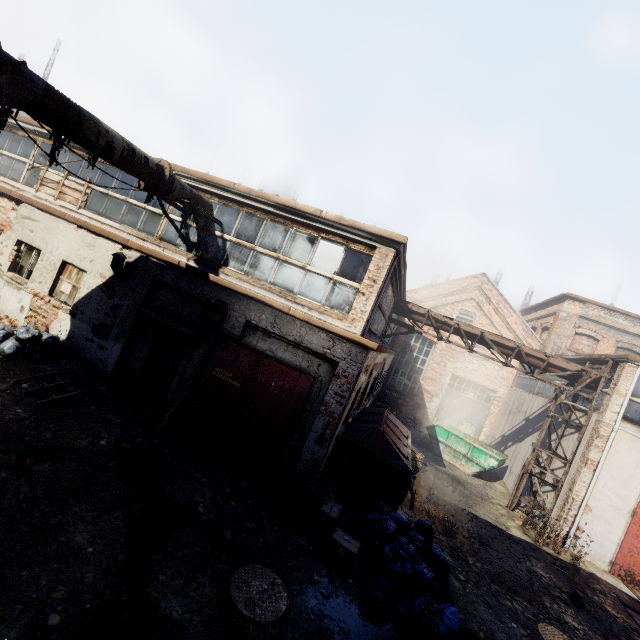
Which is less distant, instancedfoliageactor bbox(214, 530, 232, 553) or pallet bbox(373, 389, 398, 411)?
instancedfoliageactor bbox(214, 530, 232, 553)

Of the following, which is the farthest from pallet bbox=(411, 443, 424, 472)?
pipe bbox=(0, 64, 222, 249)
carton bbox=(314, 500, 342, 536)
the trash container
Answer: pipe bbox=(0, 64, 222, 249)

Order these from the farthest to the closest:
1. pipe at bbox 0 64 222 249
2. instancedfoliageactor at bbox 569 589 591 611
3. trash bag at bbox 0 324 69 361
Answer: trash bag at bbox 0 324 69 361, instancedfoliageactor at bbox 569 589 591 611, pipe at bbox 0 64 222 249

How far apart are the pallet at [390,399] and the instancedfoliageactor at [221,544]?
15.7m

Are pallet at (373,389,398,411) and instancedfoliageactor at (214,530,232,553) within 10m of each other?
no

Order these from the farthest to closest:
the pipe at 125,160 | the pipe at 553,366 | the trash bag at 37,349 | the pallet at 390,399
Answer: the pallet at 390,399, the pipe at 553,366, the trash bag at 37,349, the pipe at 125,160

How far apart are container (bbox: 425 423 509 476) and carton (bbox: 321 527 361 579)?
11.0m

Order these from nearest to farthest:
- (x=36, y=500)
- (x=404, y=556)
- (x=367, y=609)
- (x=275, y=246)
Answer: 1. (x=36, y=500)
2. (x=367, y=609)
3. (x=404, y=556)
4. (x=275, y=246)
